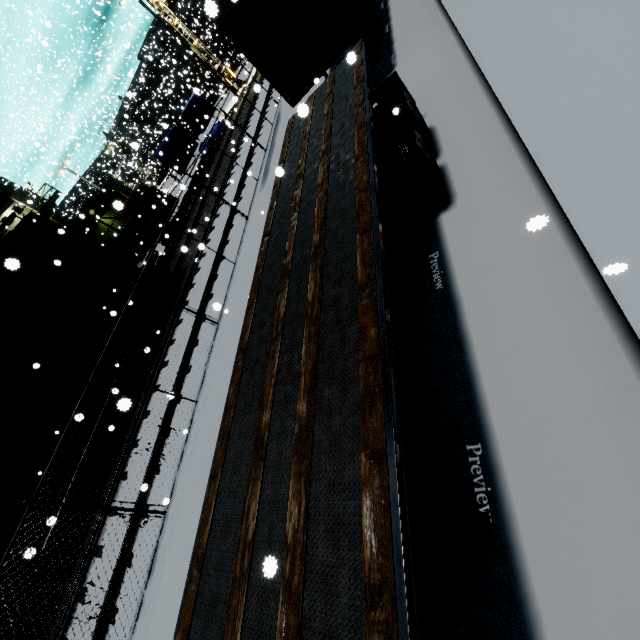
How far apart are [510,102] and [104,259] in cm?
1235

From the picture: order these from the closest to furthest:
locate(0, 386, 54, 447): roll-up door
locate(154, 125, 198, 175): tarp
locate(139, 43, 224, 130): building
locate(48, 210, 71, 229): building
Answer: locate(0, 386, 54, 447): roll-up door < locate(154, 125, 198, 175): tarp < locate(48, 210, 71, 229): building < locate(139, 43, 224, 130): building

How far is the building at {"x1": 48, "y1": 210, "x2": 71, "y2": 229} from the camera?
29.9m

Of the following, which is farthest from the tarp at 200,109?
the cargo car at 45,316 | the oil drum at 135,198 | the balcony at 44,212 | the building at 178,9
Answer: the cargo car at 45,316

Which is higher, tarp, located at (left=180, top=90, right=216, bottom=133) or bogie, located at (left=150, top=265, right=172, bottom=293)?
tarp, located at (left=180, top=90, right=216, bottom=133)

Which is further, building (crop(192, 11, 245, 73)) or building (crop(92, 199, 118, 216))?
building (crop(192, 11, 245, 73))

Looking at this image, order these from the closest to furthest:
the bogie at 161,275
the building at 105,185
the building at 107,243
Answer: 1. the bogie at 161,275
2. the building at 107,243
3. the building at 105,185

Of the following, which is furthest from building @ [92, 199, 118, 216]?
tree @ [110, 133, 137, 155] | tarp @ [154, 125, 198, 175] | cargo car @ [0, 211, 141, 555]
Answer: tarp @ [154, 125, 198, 175]
